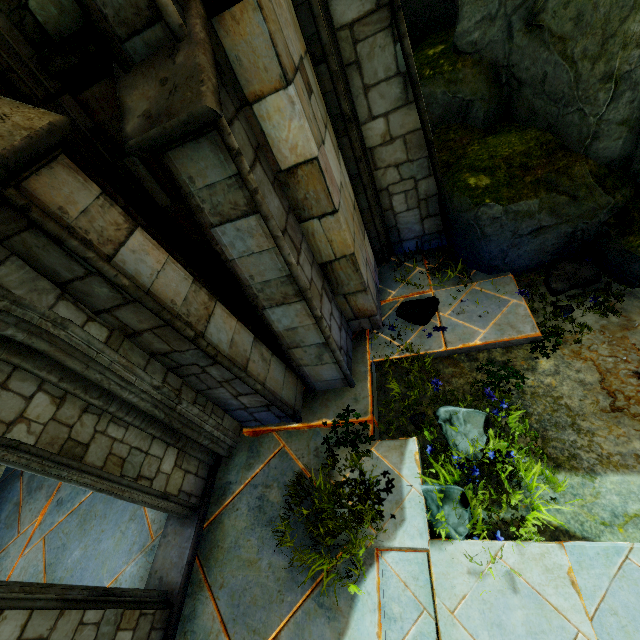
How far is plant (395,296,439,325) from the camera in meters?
4.9 m

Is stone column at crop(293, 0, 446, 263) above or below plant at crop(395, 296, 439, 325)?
above

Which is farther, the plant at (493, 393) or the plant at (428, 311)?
the plant at (428, 311)

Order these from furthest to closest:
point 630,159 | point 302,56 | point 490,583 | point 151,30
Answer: point 630,159 < point 302,56 < point 490,583 < point 151,30

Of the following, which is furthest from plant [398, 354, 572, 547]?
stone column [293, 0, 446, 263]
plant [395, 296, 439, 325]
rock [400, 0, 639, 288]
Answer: stone column [293, 0, 446, 263]

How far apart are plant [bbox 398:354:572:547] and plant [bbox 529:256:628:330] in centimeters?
153cm

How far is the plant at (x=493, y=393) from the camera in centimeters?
311cm

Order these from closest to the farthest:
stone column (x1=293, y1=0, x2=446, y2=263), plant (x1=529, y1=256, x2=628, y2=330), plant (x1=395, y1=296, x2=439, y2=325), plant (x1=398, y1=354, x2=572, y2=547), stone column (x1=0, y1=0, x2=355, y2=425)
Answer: stone column (x1=0, y1=0, x2=355, y2=425)
plant (x1=398, y1=354, x2=572, y2=547)
stone column (x1=293, y1=0, x2=446, y2=263)
plant (x1=529, y1=256, x2=628, y2=330)
plant (x1=395, y1=296, x2=439, y2=325)
